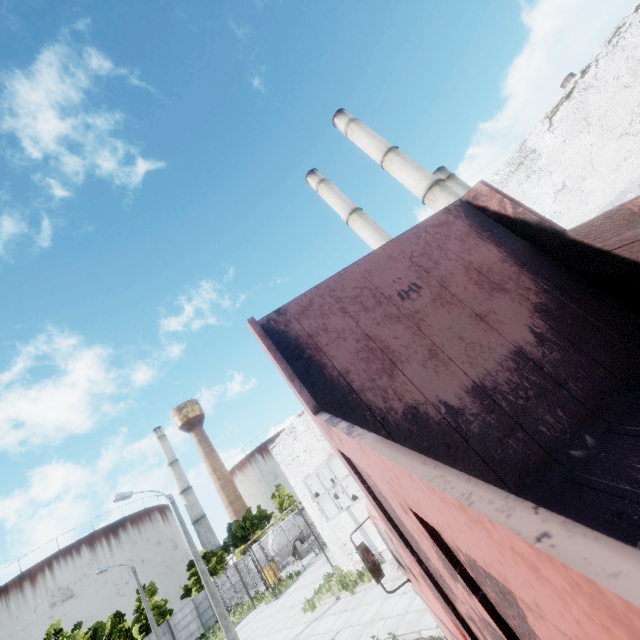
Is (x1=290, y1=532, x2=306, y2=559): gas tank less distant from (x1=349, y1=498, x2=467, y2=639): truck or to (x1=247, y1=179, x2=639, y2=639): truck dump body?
(x1=349, y1=498, x2=467, y2=639): truck

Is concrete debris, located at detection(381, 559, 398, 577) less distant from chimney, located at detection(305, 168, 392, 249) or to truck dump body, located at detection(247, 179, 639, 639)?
truck dump body, located at detection(247, 179, 639, 639)

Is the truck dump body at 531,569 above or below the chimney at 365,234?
below

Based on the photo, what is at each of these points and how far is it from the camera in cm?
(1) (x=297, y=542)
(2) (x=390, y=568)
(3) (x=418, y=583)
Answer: (1) gas tank, 3450
(2) concrete debris, 1355
(3) truck, 382

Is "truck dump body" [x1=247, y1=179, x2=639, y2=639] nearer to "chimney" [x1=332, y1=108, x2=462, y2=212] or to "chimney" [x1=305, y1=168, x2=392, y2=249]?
"chimney" [x1=332, y1=108, x2=462, y2=212]

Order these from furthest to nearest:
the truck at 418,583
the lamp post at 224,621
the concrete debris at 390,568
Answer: the lamp post at 224,621, the concrete debris at 390,568, the truck at 418,583

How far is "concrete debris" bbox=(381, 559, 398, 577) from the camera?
13.3m

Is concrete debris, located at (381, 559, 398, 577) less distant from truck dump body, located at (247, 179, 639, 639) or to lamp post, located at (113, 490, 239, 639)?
lamp post, located at (113, 490, 239, 639)
